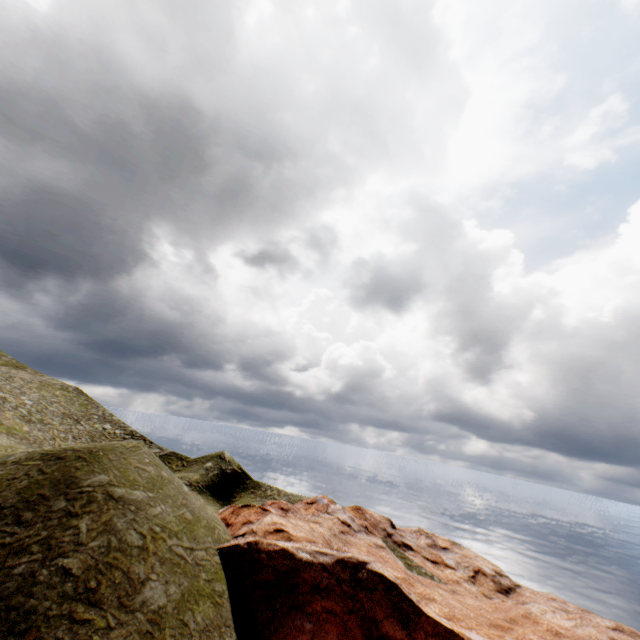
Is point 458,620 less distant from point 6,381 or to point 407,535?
point 407,535
